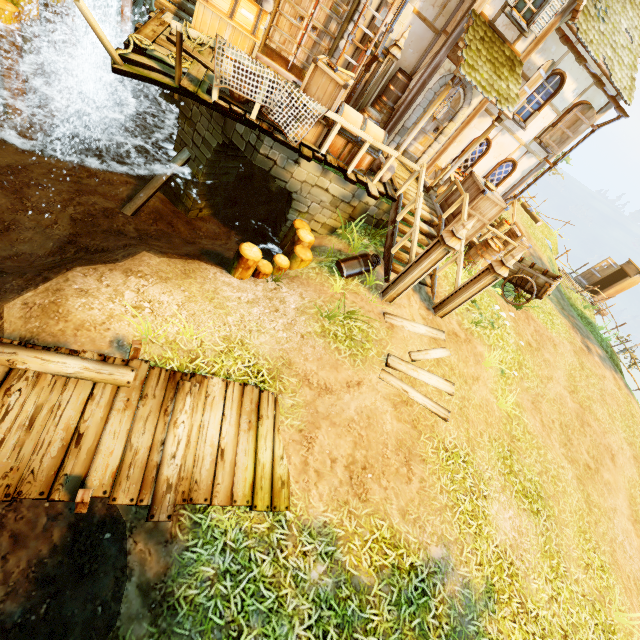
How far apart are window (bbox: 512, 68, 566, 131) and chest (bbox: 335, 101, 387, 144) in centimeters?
534cm

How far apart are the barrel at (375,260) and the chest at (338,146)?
1.94m

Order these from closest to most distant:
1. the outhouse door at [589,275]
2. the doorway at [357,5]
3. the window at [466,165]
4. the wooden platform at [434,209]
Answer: the doorway at [357,5] < the wooden platform at [434,209] < the window at [466,165] < the outhouse door at [589,275]

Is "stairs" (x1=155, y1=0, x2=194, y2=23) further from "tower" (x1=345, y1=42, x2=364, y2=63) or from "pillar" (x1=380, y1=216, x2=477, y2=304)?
"pillar" (x1=380, y1=216, x2=477, y2=304)

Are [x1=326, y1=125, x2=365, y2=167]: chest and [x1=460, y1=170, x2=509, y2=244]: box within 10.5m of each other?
yes

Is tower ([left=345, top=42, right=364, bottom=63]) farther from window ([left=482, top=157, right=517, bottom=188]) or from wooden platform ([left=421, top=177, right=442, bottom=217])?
window ([left=482, top=157, right=517, bottom=188])

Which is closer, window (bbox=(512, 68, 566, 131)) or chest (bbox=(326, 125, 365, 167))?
chest (bbox=(326, 125, 365, 167))

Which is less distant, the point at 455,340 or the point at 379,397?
the point at 379,397
